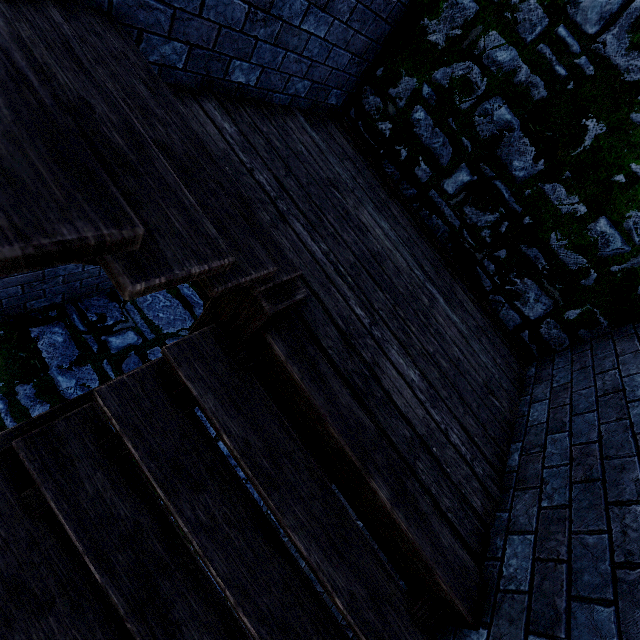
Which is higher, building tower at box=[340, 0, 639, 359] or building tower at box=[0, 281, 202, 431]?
building tower at box=[340, 0, 639, 359]

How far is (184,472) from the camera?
1.61m

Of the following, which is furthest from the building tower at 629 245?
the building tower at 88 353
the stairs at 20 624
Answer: the building tower at 88 353

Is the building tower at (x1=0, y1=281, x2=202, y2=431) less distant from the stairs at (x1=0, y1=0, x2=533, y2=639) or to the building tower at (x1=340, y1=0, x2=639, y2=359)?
the stairs at (x1=0, y1=0, x2=533, y2=639)

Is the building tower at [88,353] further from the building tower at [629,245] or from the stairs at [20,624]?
the building tower at [629,245]

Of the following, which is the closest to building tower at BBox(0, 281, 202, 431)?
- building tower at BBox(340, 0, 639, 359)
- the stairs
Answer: the stairs
